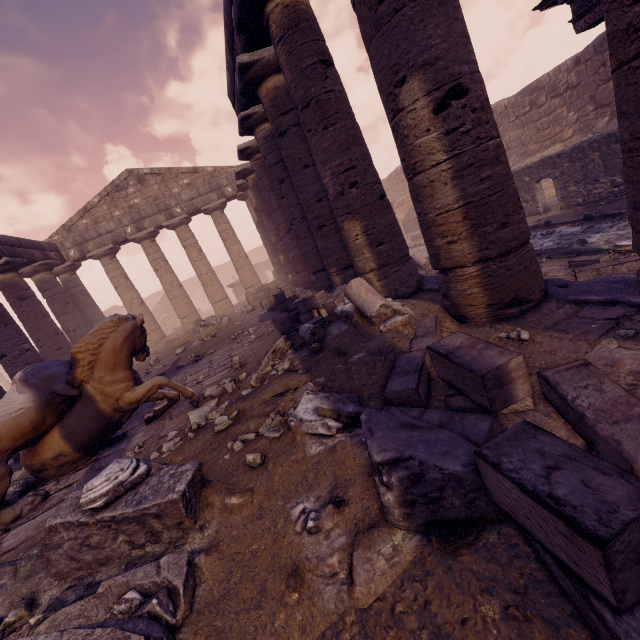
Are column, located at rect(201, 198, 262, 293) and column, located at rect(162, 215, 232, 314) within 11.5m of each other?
yes

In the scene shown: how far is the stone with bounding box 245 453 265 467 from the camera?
2.38m

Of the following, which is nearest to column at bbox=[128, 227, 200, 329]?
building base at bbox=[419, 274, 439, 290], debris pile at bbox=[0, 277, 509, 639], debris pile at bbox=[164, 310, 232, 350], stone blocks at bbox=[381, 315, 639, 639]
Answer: building base at bbox=[419, 274, 439, 290]

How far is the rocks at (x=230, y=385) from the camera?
5.1m

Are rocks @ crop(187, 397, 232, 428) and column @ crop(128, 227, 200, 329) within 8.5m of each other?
no

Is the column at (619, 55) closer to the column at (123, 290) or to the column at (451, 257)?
the column at (451, 257)

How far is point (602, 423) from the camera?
1.6m

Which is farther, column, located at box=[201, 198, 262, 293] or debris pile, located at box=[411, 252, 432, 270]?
column, located at box=[201, 198, 262, 293]
